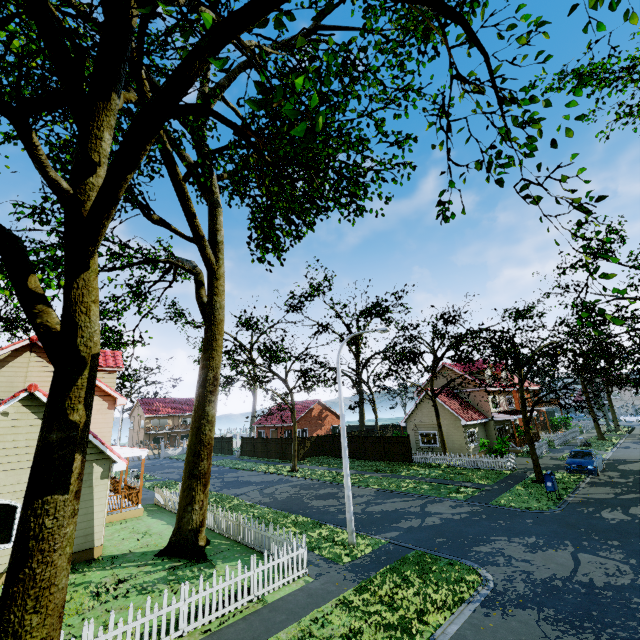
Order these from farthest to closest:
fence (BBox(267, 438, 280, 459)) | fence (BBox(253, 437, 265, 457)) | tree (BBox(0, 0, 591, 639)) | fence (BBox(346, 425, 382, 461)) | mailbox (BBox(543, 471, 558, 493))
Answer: fence (BBox(253, 437, 265, 457)), fence (BBox(267, 438, 280, 459)), fence (BBox(346, 425, 382, 461)), mailbox (BBox(543, 471, 558, 493)), tree (BBox(0, 0, 591, 639))

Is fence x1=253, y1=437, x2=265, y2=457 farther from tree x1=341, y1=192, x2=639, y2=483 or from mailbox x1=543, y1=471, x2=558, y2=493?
mailbox x1=543, y1=471, x2=558, y2=493

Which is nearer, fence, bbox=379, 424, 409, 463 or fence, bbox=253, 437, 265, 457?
fence, bbox=379, 424, 409, 463

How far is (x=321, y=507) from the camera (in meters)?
18.14

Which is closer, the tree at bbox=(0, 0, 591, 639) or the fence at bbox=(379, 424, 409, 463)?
the tree at bbox=(0, 0, 591, 639)

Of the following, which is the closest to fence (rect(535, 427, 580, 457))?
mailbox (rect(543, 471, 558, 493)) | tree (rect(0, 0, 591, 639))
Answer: tree (rect(0, 0, 591, 639))

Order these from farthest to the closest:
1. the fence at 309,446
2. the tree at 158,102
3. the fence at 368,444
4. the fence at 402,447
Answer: the fence at 309,446, the fence at 368,444, the fence at 402,447, the tree at 158,102

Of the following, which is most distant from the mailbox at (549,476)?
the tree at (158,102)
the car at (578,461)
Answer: the car at (578,461)
